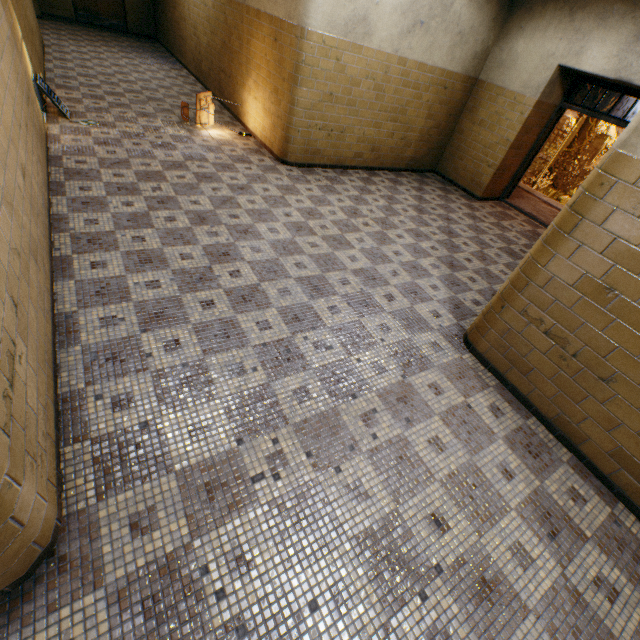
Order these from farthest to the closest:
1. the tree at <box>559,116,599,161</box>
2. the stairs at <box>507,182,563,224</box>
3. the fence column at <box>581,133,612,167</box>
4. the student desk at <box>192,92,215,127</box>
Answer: the fence column at <box>581,133,612,167</box> < the tree at <box>559,116,599,161</box> < the stairs at <box>507,182,563,224</box> < the student desk at <box>192,92,215,127</box>

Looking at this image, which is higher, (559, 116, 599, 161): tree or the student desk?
(559, 116, 599, 161): tree

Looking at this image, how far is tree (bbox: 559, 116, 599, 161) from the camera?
15.3m

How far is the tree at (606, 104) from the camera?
14.4 meters

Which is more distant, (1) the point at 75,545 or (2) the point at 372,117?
(2) the point at 372,117

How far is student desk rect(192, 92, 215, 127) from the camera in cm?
618

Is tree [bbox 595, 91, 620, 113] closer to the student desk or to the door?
the student desk

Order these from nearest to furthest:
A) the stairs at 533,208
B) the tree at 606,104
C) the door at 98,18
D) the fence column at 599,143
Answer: the stairs at 533,208 → the door at 98,18 → the tree at 606,104 → the fence column at 599,143
